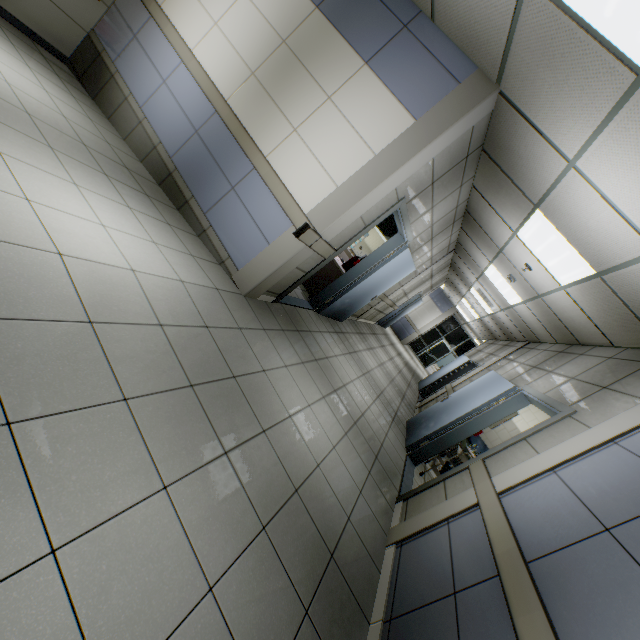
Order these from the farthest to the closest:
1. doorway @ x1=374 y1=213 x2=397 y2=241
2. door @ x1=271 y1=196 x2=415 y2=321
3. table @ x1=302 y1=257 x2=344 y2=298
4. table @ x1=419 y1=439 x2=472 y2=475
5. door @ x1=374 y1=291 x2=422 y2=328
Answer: door @ x1=374 y1=291 x2=422 y2=328 → doorway @ x1=374 y1=213 x2=397 y2=241 → table @ x1=302 y1=257 x2=344 y2=298 → table @ x1=419 y1=439 x2=472 y2=475 → door @ x1=271 y1=196 x2=415 y2=321

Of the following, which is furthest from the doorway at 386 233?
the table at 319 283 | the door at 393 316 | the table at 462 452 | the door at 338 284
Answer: the table at 462 452

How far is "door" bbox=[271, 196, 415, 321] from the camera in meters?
4.2 m

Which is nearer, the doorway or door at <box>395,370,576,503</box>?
door at <box>395,370,576,503</box>

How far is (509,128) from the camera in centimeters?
323cm

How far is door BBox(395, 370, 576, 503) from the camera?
3.6m

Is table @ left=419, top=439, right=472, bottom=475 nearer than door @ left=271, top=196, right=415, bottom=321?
No

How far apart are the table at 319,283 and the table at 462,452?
3.53m
